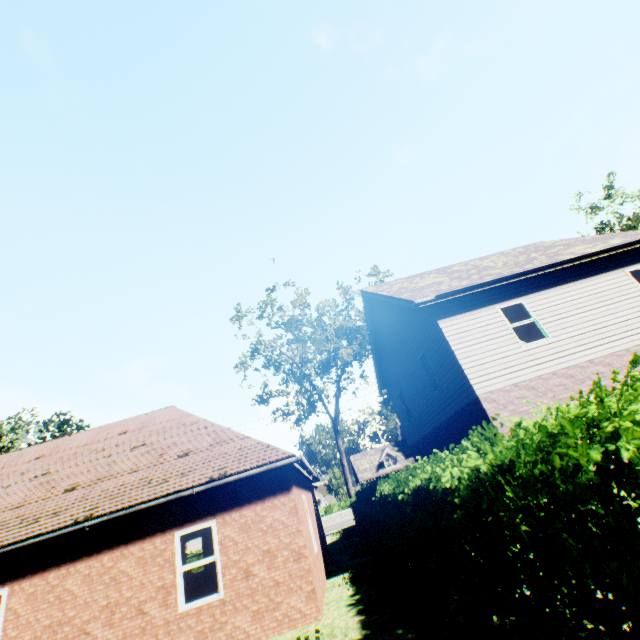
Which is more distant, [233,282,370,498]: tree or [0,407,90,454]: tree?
[233,282,370,498]: tree

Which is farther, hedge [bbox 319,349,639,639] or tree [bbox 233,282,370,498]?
tree [bbox 233,282,370,498]

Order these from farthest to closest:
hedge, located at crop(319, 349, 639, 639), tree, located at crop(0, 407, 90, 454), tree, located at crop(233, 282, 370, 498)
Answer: Result:
tree, located at crop(233, 282, 370, 498)
tree, located at crop(0, 407, 90, 454)
hedge, located at crop(319, 349, 639, 639)

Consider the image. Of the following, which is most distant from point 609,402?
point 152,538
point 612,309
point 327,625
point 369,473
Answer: point 369,473

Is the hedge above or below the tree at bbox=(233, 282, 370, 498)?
below

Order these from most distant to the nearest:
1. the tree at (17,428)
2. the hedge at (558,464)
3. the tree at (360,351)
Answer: the tree at (360,351) < the tree at (17,428) < the hedge at (558,464)

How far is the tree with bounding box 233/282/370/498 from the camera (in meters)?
23.77

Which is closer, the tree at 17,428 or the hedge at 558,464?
the hedge at 558,464
